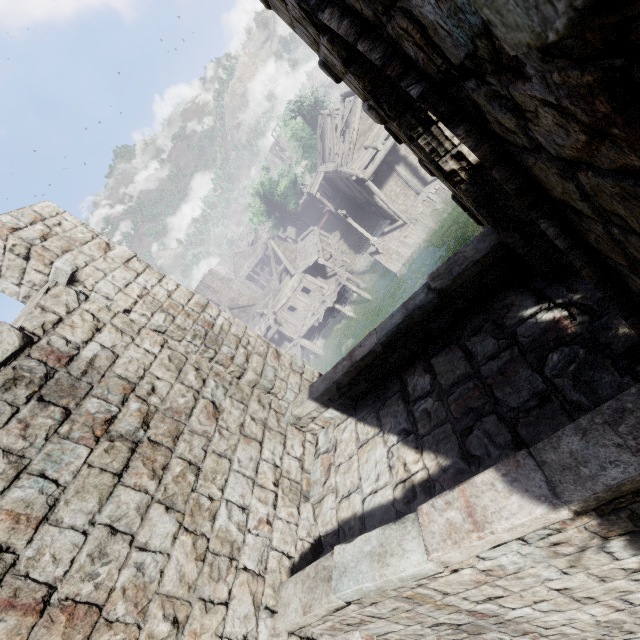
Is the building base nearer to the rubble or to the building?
the building

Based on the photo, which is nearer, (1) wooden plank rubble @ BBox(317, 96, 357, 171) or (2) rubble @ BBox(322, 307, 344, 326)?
(1) wooden plank rubble @ BBox(317, 96, 357, 171)

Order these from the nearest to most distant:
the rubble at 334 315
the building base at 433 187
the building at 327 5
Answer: the building at 327 5 → the building base at 433 187 → the rubble at 334 315

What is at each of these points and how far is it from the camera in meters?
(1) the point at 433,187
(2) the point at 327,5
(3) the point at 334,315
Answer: (1) building base, 24.5
(2) building, 1.9
(3) rubble, 30.1

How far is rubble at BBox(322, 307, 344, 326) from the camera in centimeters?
2977cm

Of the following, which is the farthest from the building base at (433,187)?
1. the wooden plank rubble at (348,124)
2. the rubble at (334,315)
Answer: the wooden plank rubble at (348,124)

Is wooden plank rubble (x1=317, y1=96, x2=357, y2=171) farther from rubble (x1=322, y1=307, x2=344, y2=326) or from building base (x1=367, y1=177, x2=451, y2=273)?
rubble (x1=322, y1=307, x2=344, y2=326)

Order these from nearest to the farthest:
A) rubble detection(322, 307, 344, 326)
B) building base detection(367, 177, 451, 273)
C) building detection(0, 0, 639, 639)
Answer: building detection(0, 0, 639, 639), building base detection(367, 177, 451, 273), rubble detection(322, 307, 344, 326)
